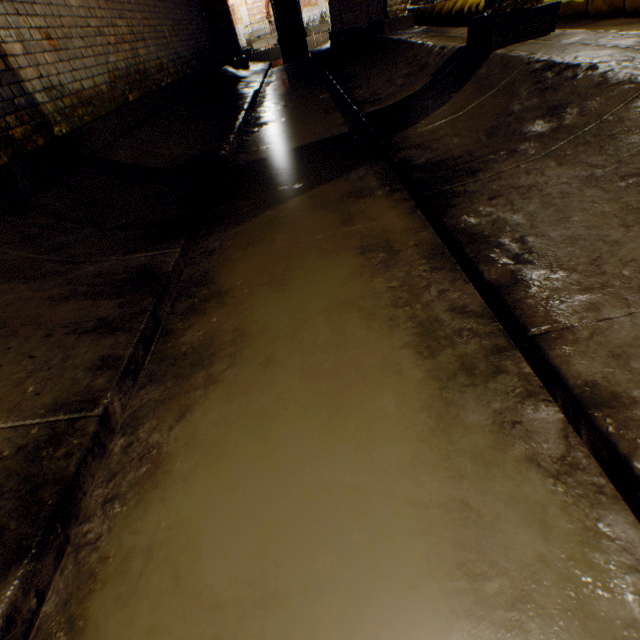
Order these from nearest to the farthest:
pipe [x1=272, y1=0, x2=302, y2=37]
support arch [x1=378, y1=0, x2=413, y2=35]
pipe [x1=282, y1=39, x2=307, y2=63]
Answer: support arch [x1=378, y1=0, x2=413, y2=35] → pipe [x1=272, y1=0, x2=302, y2=37] → pipe [x1=282, y1=39, x2=307, y2=63]

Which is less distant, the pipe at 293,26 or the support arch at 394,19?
the support arch at 394,19

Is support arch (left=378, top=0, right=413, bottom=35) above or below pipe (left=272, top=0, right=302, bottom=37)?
below

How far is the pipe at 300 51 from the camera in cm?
1374

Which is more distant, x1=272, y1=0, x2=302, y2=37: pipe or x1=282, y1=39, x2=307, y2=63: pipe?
x1=282, y1=39, x2=307, y2=63: pipe

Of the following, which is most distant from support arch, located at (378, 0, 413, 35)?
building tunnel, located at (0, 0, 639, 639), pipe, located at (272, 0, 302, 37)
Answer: pipe, located at (272, 0, 302, 37)

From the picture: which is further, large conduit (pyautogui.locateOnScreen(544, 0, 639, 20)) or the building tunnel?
large conduit (pyautogui.locateOnScreen(544, 0, 639, 20))

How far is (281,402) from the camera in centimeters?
128cm
